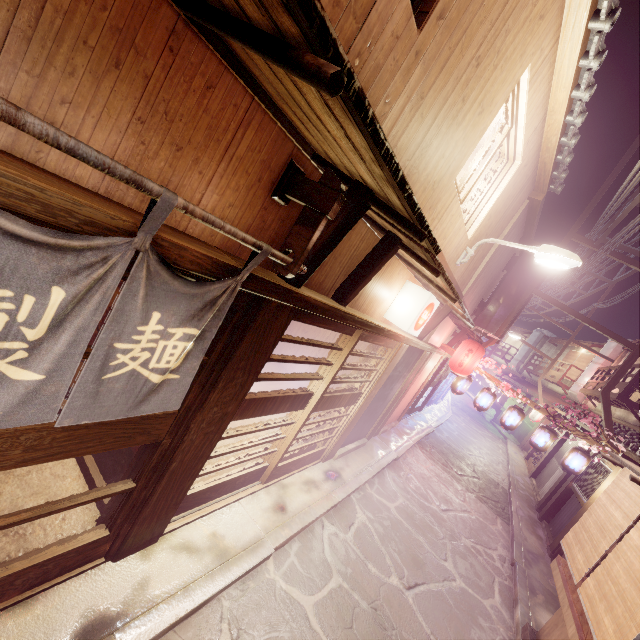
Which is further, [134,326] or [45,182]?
[134,326]

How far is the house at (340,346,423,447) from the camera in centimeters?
1220cm

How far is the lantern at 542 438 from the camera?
15.8m

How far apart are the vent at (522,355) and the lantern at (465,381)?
46.2 meters

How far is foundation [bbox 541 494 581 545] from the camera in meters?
16.6

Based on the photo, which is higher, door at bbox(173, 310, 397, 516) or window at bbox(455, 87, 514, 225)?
window at bbox(455, 87, 514, 225)

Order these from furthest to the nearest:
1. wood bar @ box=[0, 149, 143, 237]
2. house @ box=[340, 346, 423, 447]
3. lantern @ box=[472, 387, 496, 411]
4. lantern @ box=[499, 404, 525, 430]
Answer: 1. lantern @ box=[472, 387, 496, 411]
2. lantern @ box=[499, 404, 525, 430]
3. house @ box=[340, 346, 423, 447]
4. wood bar @ box=[0, 149, 143, 237]

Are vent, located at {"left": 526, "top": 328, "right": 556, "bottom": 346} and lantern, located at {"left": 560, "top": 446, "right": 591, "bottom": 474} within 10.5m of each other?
no
